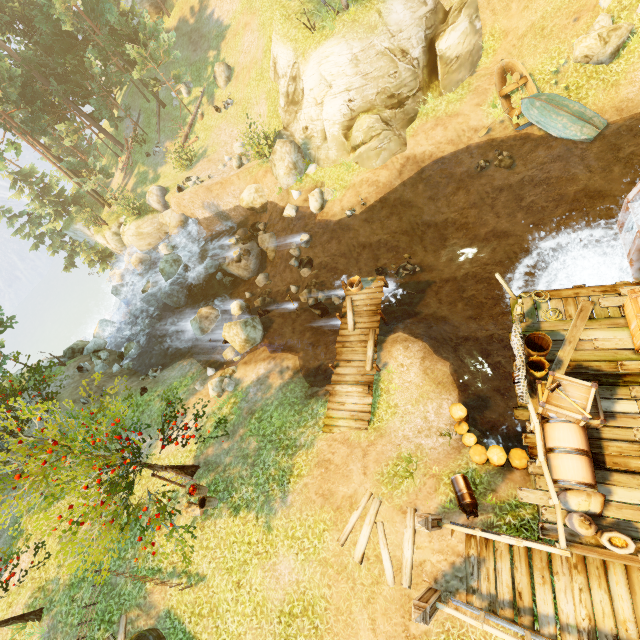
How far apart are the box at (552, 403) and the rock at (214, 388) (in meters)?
12.33

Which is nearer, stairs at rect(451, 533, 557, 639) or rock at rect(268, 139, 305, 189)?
stairs at rect(451, 533, 557, 639)

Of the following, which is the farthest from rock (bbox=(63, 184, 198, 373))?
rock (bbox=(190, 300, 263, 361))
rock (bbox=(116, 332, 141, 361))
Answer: rock (bbox=(190, 300, 263, 361))

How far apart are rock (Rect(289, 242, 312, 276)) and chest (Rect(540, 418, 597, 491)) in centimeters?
1430cm

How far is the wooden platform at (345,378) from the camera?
12.1m

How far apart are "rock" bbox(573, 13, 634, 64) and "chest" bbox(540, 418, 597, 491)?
16.5 meters

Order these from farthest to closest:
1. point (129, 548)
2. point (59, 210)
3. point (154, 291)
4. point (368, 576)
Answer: point (59, 210)
point (154, 291)
point (129, 548)
point (368, 576)

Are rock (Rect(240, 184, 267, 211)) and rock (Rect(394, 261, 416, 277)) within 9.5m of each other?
no
